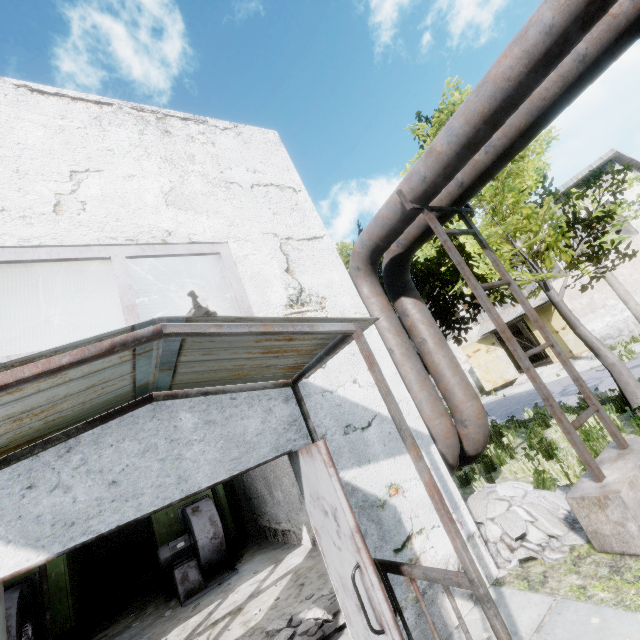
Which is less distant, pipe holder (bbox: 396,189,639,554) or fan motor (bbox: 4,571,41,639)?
pipe holder (bbox: 396,189,639,554)

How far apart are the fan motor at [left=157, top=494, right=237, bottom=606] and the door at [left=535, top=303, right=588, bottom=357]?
24.0 meters

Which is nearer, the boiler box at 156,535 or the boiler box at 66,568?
the boiler box at 66,568

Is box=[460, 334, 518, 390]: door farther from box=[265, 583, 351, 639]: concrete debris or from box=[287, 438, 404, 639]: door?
box=[287, 438, 404, 639]: door

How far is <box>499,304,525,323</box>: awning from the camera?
23.1 meters

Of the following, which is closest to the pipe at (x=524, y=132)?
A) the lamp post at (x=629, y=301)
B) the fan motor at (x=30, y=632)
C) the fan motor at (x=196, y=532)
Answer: the fan motor at (x=196, y=532)

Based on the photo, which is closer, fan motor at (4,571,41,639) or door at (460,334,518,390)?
fan motor at (4,571,41,639)

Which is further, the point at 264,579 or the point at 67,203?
the point at 264,579
